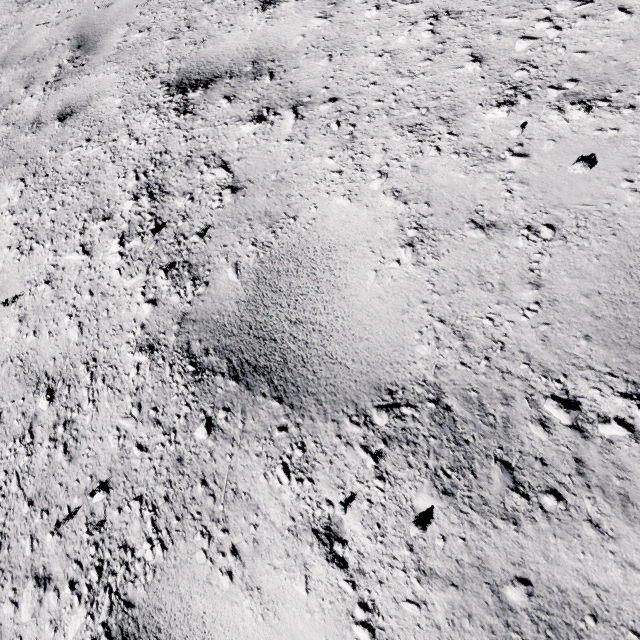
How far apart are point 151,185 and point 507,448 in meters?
2.3
